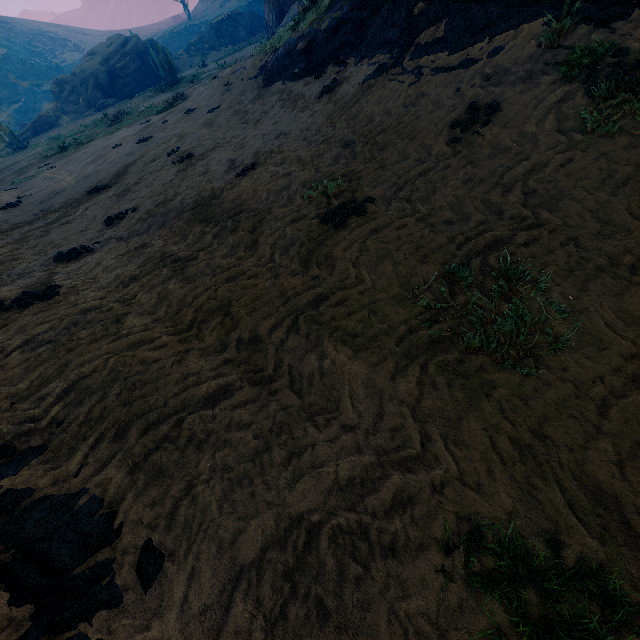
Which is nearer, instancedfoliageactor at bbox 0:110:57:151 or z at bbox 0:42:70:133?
instancedfoliageactor at bbox 0:110:57:151

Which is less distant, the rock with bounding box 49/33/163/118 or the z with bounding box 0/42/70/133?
the rock with bounding box 49/33/163/118

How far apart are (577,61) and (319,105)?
5.90m

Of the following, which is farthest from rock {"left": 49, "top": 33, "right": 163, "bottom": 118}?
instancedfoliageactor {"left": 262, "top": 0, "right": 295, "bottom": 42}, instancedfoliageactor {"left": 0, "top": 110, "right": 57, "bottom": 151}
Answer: instancedfoliageactor {"left": 0, "top": 110, "right": 57, "bottom": 151}

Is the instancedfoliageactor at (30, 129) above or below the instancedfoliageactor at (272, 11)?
below

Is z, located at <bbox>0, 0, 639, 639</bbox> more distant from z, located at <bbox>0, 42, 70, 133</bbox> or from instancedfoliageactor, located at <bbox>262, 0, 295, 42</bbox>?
z, located at <bbox>0, 42, 70, 133</bbox>

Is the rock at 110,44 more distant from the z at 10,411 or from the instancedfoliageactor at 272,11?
the z at 10,411

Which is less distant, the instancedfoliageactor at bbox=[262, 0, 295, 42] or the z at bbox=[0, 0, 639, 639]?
the z at bbox=[0, 0, 639, 639]
